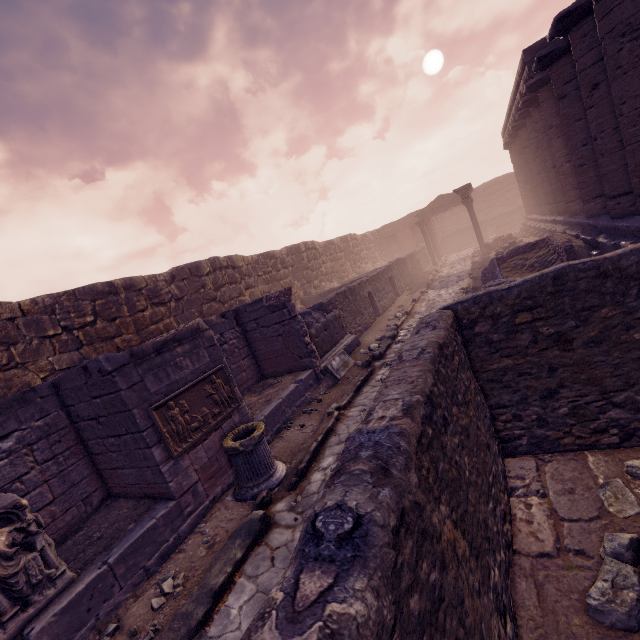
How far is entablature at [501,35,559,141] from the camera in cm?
1156

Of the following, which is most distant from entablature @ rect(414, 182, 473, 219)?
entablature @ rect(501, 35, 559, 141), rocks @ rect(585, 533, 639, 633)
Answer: rocks @ rect(585, 533, 639, 633)

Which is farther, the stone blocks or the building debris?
the stone blocks

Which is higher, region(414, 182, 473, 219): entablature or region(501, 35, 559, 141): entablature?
region(501, 35, 559, 141): entablature

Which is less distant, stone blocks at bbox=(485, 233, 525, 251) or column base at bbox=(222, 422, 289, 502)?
column base at bbox=(222, 422, 289, 502)

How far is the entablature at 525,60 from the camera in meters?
11.6 m

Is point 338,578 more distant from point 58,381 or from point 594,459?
point 58,381

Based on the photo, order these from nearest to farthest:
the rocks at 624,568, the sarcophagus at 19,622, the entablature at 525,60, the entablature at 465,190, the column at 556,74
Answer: the rocks at 624,568, the sarcophagus at 19,622, the column at 556,74, the entablature at 525,60, the entablature at 465,190
